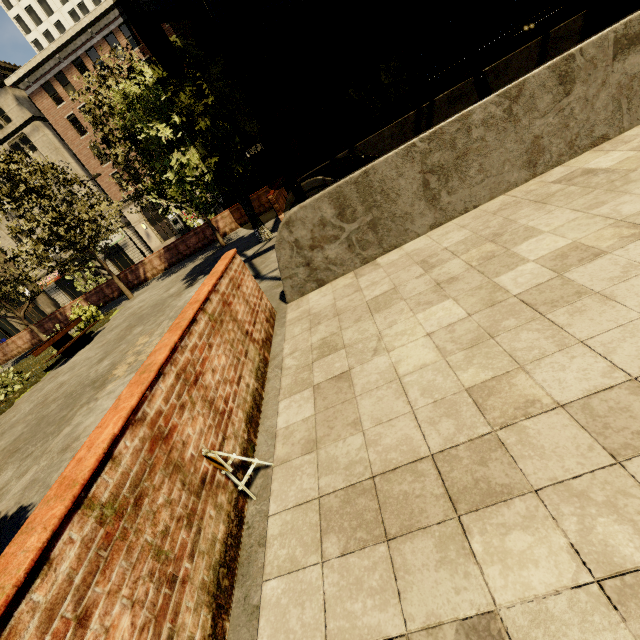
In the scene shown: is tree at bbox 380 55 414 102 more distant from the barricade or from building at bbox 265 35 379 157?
building at bbox 265 35 379 157

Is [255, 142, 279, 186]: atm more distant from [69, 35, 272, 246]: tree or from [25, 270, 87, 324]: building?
[25, 270, 87, 324]: building

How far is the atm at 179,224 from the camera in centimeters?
3634cm

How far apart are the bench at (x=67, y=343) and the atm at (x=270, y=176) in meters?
11.1 m

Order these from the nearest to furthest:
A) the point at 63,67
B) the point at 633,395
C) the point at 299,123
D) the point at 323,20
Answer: the point at 633,395 → the point at 323,20 → the point at 63,67 → the point at 299,123

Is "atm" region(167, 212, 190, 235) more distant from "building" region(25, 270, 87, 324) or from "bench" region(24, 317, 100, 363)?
"bench" region(24, 317, 100, 363)

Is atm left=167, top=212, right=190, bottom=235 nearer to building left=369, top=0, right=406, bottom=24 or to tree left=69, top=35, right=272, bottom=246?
building left=369, top=0, right=406, bottom=24

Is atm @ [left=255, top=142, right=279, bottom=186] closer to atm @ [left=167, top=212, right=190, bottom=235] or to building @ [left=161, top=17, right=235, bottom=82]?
building @ [left=161, top=17, right=235, bottom=82]
